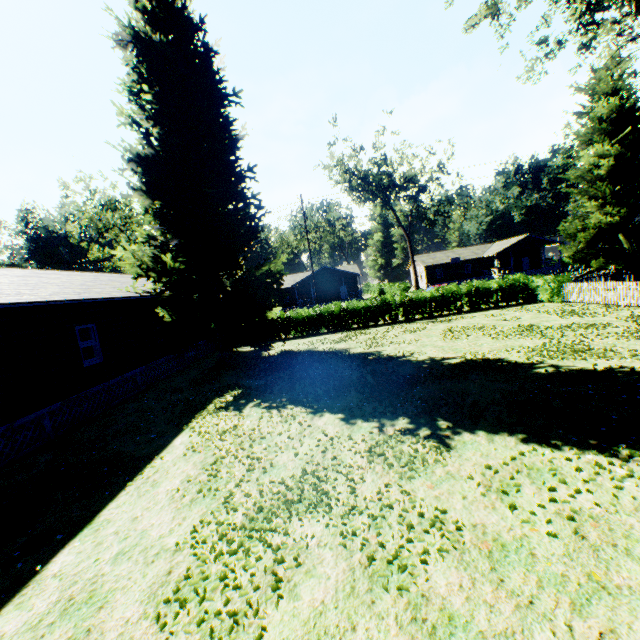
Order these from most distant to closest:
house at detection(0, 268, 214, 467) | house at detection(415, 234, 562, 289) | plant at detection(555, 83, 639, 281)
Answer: house at detection(415, 234, 562, 289)
plant at detection(555, 83, 639, 281)
house at detection(0, 268, 214, 467)

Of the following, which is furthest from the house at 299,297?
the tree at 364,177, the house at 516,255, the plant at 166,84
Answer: the plant at 166,84

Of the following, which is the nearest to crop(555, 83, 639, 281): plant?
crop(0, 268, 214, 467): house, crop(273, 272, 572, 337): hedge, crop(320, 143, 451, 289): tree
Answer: crop(0, 268, 214, 467): house

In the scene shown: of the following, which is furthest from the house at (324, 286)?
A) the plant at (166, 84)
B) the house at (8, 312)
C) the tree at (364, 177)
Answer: the plant at (166, 84)

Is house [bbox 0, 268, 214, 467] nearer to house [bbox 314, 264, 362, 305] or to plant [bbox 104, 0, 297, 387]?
plant [bbox 104, 0, 297, 387]

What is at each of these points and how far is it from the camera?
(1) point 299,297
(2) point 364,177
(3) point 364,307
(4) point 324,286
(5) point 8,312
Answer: (1) house, 55.2m
(2) tree, 43.0m
(3) hedge, 25.1m
(4) house, 54.8m
(5) house, 9.8m

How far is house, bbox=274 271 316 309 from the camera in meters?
49.9

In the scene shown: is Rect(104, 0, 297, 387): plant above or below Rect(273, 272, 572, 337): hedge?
above
